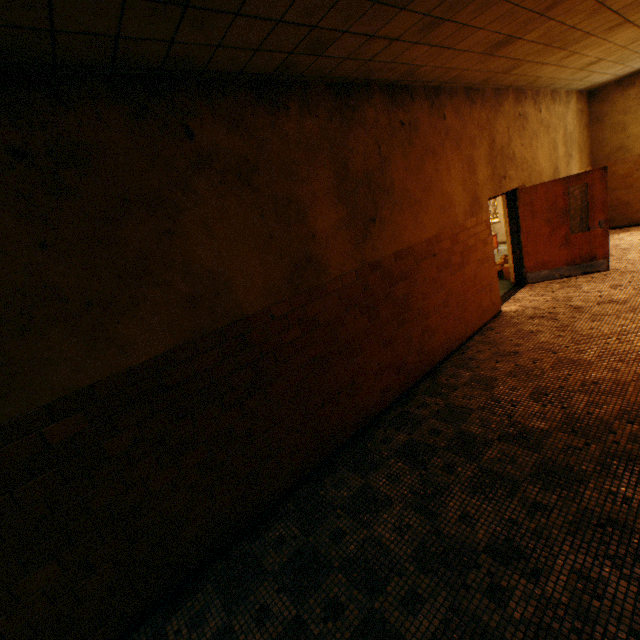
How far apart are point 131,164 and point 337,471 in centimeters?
350cm

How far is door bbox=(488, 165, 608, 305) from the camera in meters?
6.4 m

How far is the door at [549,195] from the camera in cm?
643
